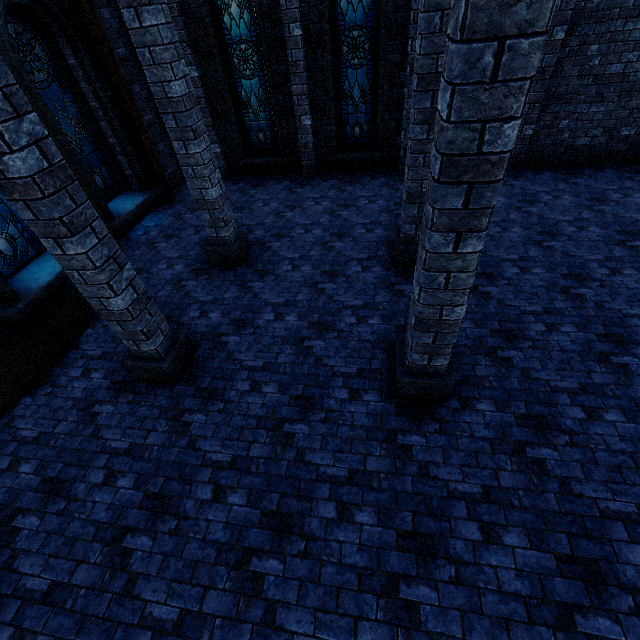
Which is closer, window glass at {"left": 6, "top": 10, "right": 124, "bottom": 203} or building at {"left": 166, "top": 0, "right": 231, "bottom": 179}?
window glass at {"left": 6, "top": 10, "right": 124, "bottom": 203}

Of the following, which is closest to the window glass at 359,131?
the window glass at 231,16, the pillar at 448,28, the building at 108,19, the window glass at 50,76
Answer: the building at 108,19

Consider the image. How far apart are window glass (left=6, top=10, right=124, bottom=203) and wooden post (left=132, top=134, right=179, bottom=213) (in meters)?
0.73

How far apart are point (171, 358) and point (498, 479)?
4.6 meters

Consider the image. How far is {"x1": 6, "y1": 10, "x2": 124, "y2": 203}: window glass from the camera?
6.4m

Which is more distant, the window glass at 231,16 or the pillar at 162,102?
the window glass at 231,16

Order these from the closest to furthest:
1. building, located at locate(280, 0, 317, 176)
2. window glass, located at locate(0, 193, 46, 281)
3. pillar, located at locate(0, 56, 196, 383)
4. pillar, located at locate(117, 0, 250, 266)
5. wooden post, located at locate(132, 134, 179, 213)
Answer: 1. pillar, located at locate(0, 56, 196, 383)
2. pillar, located at locate(117, 0, 250, 266)
3. window glass, located at locate(0, 193, 46, 281)
4. building, located at locate(280, 0, 317, 176)
5. wooden post, located at locate(132, 134, 179, 213)

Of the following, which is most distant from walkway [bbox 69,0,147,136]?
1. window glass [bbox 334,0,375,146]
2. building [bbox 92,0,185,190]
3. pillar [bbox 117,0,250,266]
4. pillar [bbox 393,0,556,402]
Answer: pillar [bbox 393,0,556,402]
